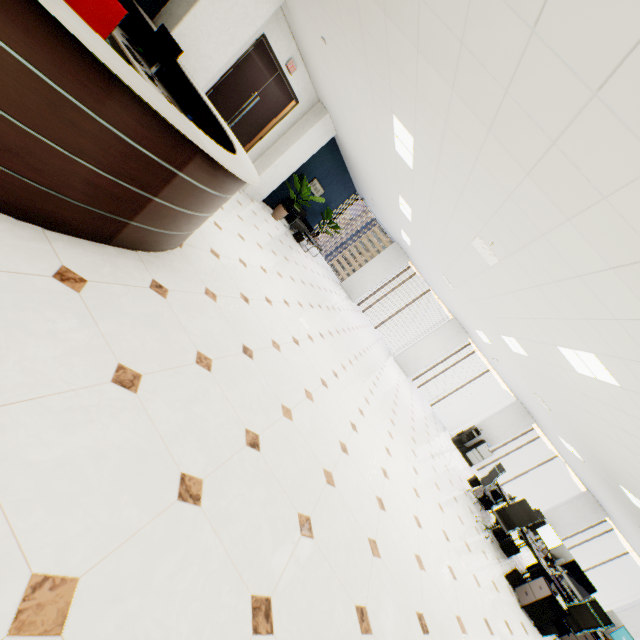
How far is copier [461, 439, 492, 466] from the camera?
12.35m

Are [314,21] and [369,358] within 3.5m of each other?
no

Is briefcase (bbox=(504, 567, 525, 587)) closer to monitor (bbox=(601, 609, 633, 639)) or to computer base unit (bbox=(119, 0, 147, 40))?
monitor (bbox=(601, 609, 633, 639))

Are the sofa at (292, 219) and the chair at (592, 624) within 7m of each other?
no

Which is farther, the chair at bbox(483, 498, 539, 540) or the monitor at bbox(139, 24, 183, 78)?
the chair at bbox(483, 498, 539, 540)

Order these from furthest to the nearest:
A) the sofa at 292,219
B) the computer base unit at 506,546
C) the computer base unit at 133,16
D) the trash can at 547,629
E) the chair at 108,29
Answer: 1. the sofa at 292,219
2. the computer base unit at 506,546
3. the trash can at 547,629
4. the computer base unit at 133,16
5. the chair at 108,29

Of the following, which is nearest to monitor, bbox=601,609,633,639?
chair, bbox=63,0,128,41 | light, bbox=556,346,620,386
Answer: light, bbox=556,346,620,386

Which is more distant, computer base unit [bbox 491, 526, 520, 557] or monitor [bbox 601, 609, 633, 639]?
computer base unit [bbox 491, 526, 520, 557]
